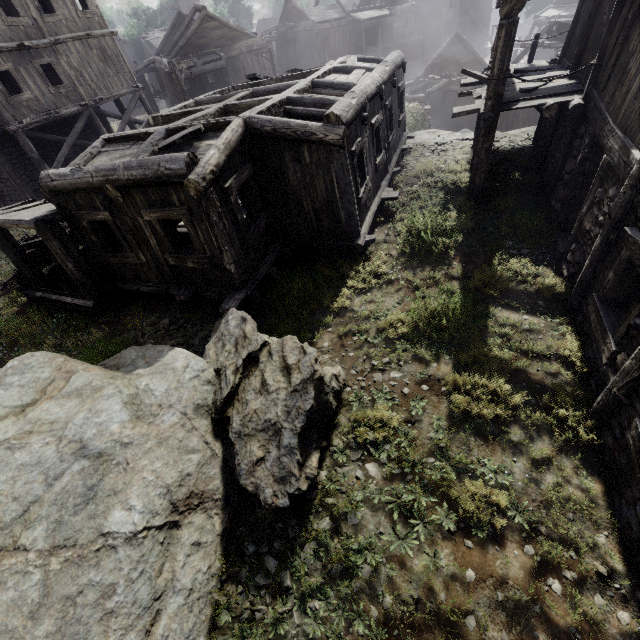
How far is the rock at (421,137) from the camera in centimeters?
1487cm

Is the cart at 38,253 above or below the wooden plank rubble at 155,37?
below

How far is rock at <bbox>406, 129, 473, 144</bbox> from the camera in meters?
14.9

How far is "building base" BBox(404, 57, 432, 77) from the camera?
40.3 meters

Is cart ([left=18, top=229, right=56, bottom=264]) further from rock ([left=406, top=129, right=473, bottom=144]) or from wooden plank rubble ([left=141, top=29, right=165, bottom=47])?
wooden plank rubble ([left=141, top=29, right=165, bottom=47])

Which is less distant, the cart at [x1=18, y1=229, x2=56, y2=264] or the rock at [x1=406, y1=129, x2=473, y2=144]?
the cart at [x1=18, y1=229, x2=56, y2=264]

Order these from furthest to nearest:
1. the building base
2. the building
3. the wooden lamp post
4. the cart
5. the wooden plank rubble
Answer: the wooden plank rubble
the building base
the wooden lamp post
the cart
the building

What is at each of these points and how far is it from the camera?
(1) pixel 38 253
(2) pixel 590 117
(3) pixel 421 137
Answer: (1) cart, 11.1 meters
(2) building, 7.1 meters
(3) rock, 16.2 meters
